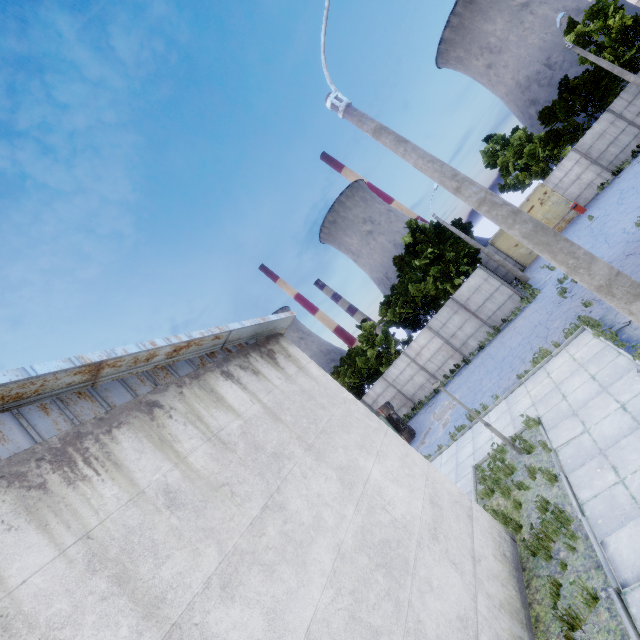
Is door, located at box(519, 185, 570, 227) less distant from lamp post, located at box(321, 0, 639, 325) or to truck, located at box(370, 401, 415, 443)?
truck, located at box(370, 401, 415, 443)

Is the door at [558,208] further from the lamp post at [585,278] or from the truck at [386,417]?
the lamp post at [585,278]

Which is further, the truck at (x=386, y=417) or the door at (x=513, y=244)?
the door at (x=513, y=244)

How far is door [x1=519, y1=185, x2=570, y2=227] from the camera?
26.19m

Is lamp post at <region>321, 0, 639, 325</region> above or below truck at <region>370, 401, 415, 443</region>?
above

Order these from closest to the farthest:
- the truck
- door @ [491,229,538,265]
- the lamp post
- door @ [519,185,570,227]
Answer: the lamp post < the truck < door @ [519,185,570,227] < door @ [491,229,538,265]

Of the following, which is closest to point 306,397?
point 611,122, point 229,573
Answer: point 229,573

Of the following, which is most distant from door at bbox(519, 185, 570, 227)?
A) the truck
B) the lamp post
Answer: the lamp post
